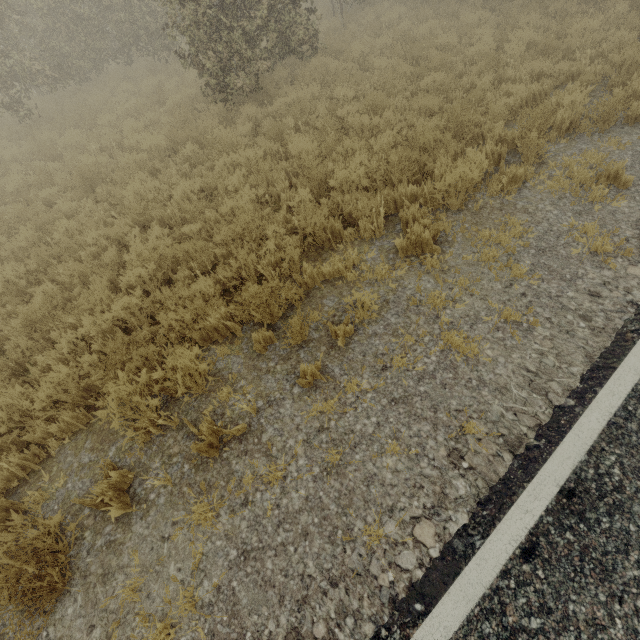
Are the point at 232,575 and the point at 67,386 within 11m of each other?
yes
